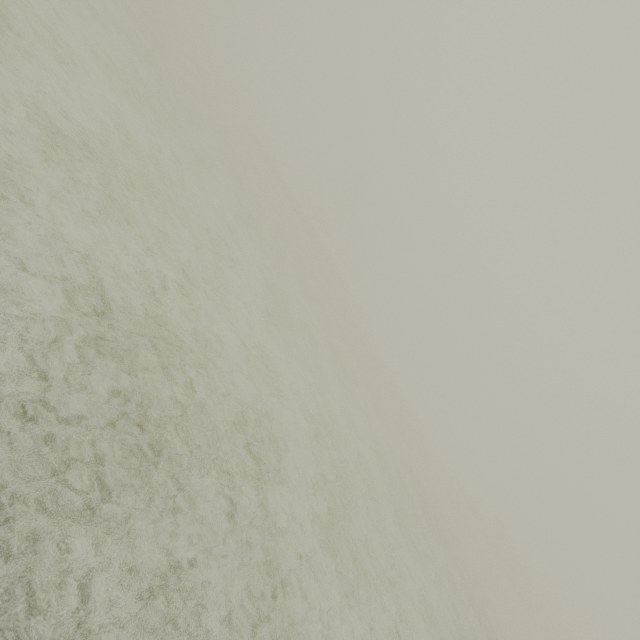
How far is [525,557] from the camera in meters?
57.7 m
